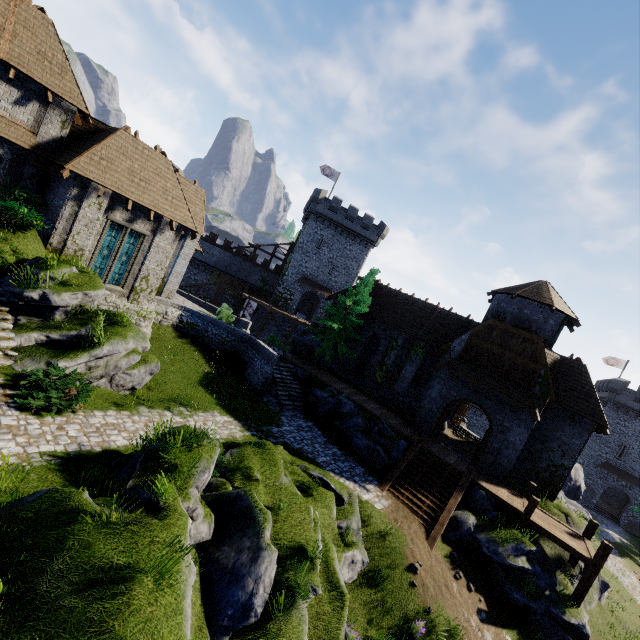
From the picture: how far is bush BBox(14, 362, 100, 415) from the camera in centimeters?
981cm

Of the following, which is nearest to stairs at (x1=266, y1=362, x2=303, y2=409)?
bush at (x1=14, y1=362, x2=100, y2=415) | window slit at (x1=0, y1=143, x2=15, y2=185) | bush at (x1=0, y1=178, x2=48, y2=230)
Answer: bush at (x1=14, y1=362, x2=100, y2=415)

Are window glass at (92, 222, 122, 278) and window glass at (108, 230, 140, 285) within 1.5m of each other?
yes

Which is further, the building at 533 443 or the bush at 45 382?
the building at 533 443

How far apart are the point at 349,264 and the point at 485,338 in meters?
27.4 m

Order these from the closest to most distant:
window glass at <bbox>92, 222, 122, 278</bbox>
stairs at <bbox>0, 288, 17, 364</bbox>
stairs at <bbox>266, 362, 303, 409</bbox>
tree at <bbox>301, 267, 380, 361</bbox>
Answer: stairs at <bbox>0, 288, 17, 364</bbox>, window glass at <bbox>92, 222, 122, 278</bbox>, stairs at <bbox>266, 362, 303, 409</bbox>, tree at <bbox>301, 267, 380, 361</bbox>

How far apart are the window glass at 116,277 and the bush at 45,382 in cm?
864

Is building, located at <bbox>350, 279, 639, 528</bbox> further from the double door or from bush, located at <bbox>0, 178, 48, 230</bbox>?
bush, located at <bbox>0, 178, 48, 230</bbox>
